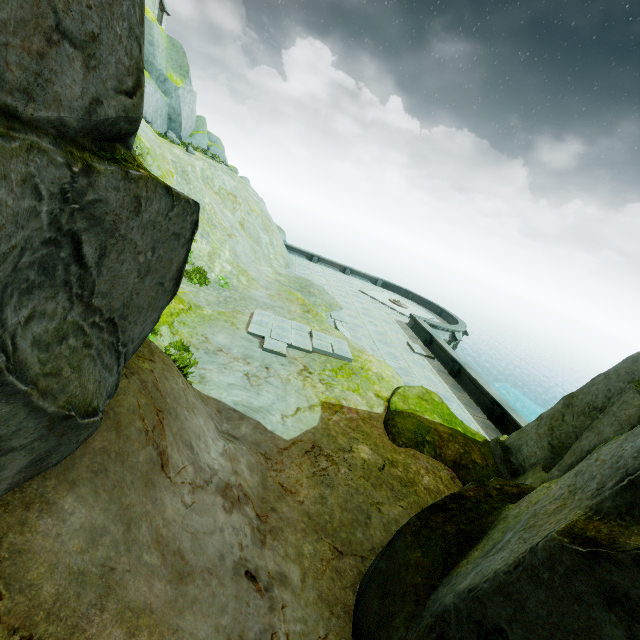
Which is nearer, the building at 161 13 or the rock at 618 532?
the rock at 618 532

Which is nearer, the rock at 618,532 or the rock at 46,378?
the rock at 46,378

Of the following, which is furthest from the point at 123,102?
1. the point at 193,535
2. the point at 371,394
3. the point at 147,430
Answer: the point at 371,394

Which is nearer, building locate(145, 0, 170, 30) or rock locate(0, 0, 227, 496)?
rock locate(0, 0, 227, 496)

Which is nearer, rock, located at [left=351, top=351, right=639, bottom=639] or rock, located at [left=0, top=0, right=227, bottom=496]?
rock, located at [left=0, top=0, right=227, bottom=496]

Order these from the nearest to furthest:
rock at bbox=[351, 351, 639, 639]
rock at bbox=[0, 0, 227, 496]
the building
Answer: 1. rock at bbox=[0, 0, 227, 496]
2. rock at bbox=[351, 351, 639, 639]
3. the building

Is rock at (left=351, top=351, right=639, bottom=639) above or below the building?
below
